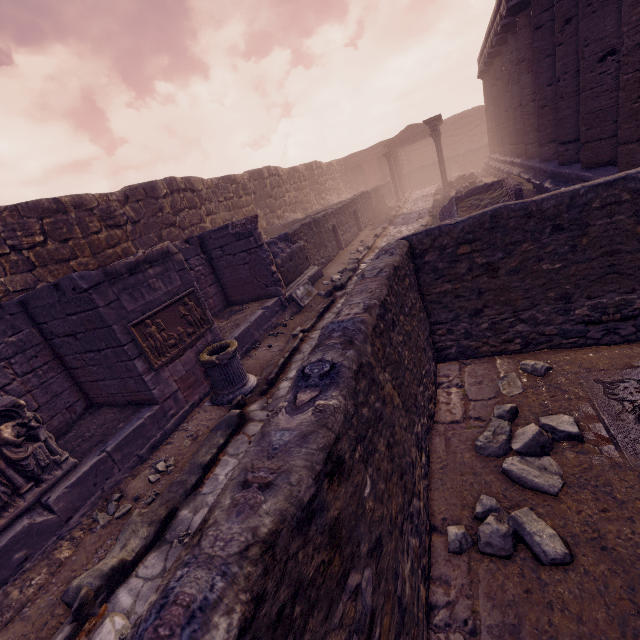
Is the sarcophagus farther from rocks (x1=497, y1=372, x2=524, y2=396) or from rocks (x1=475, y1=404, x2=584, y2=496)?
rocks (x1=497, y1=372, x2=524, y2=396)

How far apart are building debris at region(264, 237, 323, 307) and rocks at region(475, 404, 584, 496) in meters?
6.4

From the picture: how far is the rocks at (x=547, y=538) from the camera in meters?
2.2 m

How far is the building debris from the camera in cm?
947

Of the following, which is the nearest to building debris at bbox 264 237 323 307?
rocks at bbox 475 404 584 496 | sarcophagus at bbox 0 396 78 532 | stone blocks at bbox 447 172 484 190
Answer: sarcophagus at bbox 0 396 78 532

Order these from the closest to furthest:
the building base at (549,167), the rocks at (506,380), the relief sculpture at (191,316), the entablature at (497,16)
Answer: the rocks at (506,380) < the relief sculpture at (191,316) < the building base at (549,167) < the entablature at (497,16)

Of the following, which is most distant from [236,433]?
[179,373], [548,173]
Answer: [548,173]

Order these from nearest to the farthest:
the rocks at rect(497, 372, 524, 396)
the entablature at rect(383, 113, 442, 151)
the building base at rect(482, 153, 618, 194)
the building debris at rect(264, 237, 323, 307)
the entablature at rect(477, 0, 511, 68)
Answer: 1. the rocks at rect(497, 372, 524, 396)
2. the building base at rect(482, 153, 618, 194)
3. the building debris at rect(264, 237, 323, 307)
4. the entablature at rect(477, 0, 511, 68)
5. the entablature at rect(383, 113, 442, 151)
